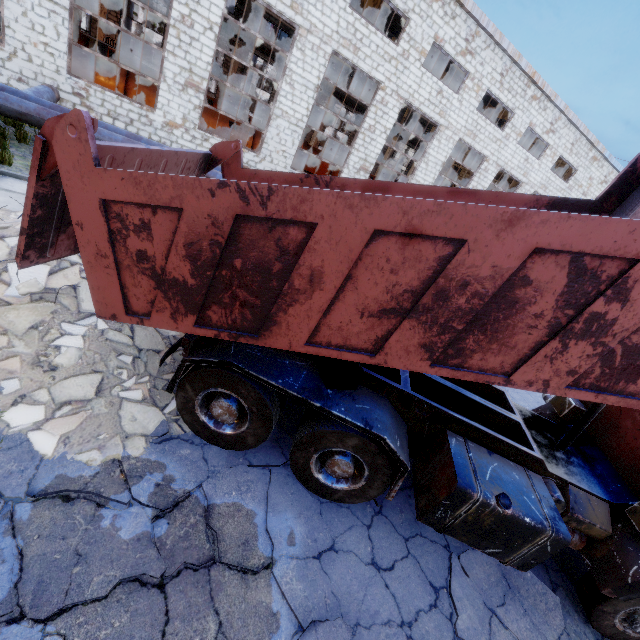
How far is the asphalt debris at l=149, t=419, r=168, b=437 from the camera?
3.9m

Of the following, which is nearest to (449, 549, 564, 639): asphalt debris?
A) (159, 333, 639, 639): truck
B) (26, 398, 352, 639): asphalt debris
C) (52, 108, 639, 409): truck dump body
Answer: (159, 333, 639, 639): truck

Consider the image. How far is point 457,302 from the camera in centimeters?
258cm

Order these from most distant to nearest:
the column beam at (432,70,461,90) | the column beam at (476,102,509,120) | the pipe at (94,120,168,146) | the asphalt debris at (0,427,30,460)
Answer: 1. the column beam at (476,102,509,120)
2. the column beam at (432,70,461,90)
3. the pipe at (94,120,168,146)
4. the asphalt debris at (0,427,30,460)

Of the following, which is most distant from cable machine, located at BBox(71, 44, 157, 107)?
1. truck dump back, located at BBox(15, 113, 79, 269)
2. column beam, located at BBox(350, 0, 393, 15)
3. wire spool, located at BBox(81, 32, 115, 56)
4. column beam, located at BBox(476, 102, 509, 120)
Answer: column beam, located at BBox(476, 102, 509, 120)

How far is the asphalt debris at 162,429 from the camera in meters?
3.9

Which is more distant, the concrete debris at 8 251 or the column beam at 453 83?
the column beam at 453 83

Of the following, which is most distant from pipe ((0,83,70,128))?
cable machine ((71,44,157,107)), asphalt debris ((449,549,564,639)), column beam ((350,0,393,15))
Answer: asphalt debris ((449,549,564,639))
